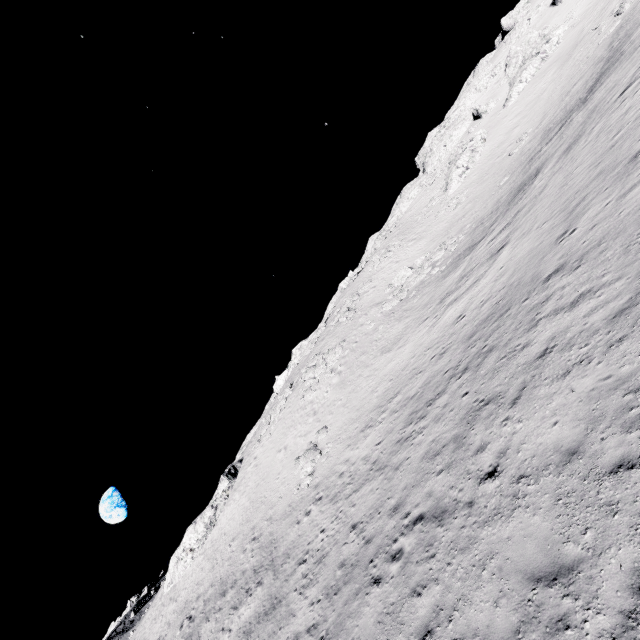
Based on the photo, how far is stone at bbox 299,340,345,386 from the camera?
34.31m

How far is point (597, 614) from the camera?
4.8m

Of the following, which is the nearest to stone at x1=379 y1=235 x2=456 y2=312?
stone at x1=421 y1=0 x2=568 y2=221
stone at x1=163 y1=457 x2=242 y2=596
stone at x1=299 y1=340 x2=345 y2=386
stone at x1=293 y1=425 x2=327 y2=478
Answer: stone at x1=299 y1=340 x2=345 y2=386

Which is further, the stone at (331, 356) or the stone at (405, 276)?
the stone at (331, 356)

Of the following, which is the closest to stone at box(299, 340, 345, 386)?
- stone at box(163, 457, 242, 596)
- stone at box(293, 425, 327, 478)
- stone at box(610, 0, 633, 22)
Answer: stone at box(293, 425, 327, 478)

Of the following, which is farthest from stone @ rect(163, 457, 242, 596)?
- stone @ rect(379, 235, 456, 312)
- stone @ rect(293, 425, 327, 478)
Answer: stone @ rect(379, 235, 456, 312)

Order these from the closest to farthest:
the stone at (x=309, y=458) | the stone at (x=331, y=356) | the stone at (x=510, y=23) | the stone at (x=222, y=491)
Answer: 1. the stone at (x=309, y=458)
2. the stone at (x=331, y=356)
3. the stone at (x=222, y=491)
4. the stone at (x=510, y=23)

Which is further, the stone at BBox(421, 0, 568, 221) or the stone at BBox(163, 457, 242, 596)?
the stone at BBox(421, 0, 568, 221)
